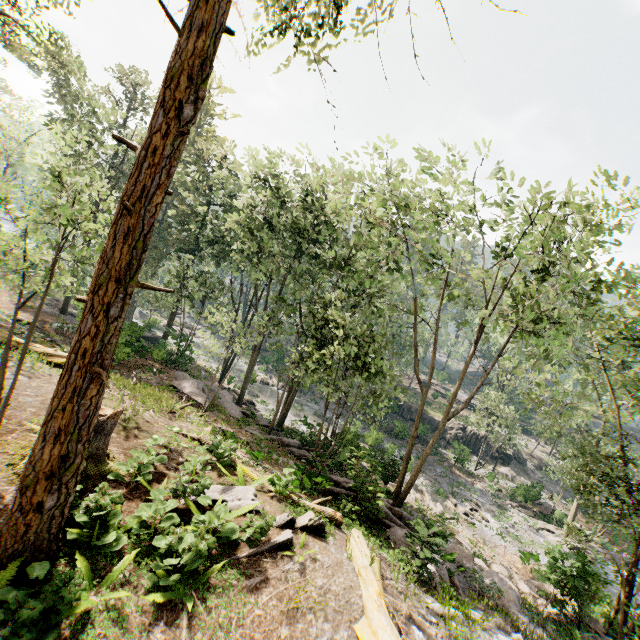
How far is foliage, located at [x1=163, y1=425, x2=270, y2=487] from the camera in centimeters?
1061cm

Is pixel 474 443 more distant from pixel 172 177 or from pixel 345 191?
pixel 172 177

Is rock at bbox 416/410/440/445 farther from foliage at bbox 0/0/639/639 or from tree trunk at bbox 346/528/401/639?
tree trunk at bbox 346/528/401/639

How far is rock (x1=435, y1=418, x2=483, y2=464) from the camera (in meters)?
35.62

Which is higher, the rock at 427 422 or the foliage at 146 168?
the foliage at 146 168

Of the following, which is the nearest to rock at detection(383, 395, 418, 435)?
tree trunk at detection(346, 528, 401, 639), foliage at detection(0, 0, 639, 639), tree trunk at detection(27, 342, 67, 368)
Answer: foliage at detection(0, 0, 639, 639)

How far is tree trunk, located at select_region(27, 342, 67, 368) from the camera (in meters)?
12.67

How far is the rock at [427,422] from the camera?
39.2m
